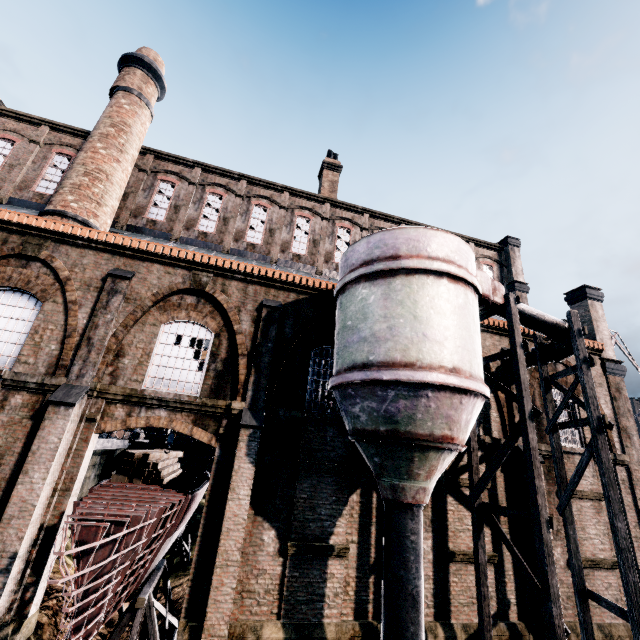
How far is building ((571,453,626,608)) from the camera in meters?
13.1

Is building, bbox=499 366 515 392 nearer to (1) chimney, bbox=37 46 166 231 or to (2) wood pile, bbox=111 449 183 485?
(1) chimney, bbox=37 46 166 231

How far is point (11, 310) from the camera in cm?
1138

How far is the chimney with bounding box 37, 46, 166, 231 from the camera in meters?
15.4

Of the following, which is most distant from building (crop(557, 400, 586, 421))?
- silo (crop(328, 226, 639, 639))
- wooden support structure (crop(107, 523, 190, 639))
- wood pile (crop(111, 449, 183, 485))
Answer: wood pile (crop(111, 449, 183, 485))

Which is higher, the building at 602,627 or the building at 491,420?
the building at 491,420
